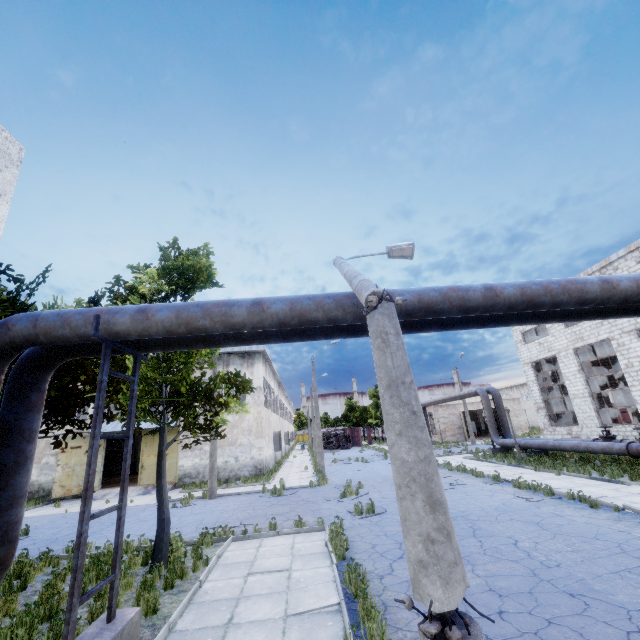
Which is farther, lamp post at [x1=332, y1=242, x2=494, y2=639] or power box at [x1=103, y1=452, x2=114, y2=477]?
power box at [x1=103, y1=452, x2=114, y2=477]

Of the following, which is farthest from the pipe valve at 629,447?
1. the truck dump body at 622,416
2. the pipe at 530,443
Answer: the truck dump body at 622,416

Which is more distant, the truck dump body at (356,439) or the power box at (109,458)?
the truck dump body at (356,439)

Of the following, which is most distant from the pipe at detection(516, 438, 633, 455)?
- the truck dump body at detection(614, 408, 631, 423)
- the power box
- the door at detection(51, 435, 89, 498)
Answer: the power box

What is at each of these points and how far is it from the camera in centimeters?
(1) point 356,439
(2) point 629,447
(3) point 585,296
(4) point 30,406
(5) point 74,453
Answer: (1) truck dump body, 5503cm
(2) pipe valve, 1453cm
(3) pipe, 575cm
(4) pipe, 571cm
(5) door, 2272cm

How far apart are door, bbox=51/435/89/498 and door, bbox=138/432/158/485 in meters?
2.7 m

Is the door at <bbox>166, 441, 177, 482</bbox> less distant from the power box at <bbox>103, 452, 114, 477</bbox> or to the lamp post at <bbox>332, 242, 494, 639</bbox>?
the power box at <bbox>103, 452, 114, 477</bbox>

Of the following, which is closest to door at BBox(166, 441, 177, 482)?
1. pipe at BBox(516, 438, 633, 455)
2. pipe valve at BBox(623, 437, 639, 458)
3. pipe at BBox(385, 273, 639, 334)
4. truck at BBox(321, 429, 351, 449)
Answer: pipe at BBox(385, 273, 639, 334)
